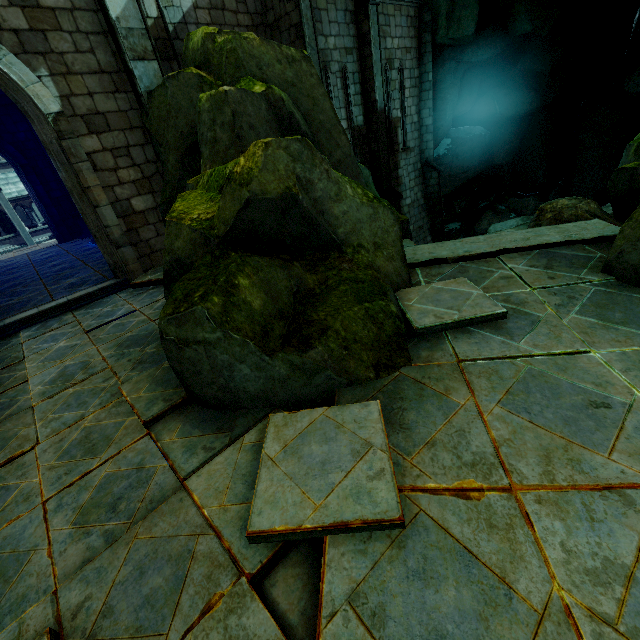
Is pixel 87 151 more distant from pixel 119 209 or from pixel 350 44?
pixel 350 44

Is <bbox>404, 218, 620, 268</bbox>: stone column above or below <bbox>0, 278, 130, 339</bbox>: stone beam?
above

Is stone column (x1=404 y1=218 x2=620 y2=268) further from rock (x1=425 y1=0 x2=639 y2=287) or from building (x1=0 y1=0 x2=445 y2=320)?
building (x1=0 y1=0 x2=445 y2=320)

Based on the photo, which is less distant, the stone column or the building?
the stone column

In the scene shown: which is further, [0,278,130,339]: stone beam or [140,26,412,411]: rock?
[0,278,130,339]: stone beam

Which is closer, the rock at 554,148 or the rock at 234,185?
the rock at 234,185

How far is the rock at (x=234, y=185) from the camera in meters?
3.1 m

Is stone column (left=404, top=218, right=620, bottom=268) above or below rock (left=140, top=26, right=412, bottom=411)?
below
